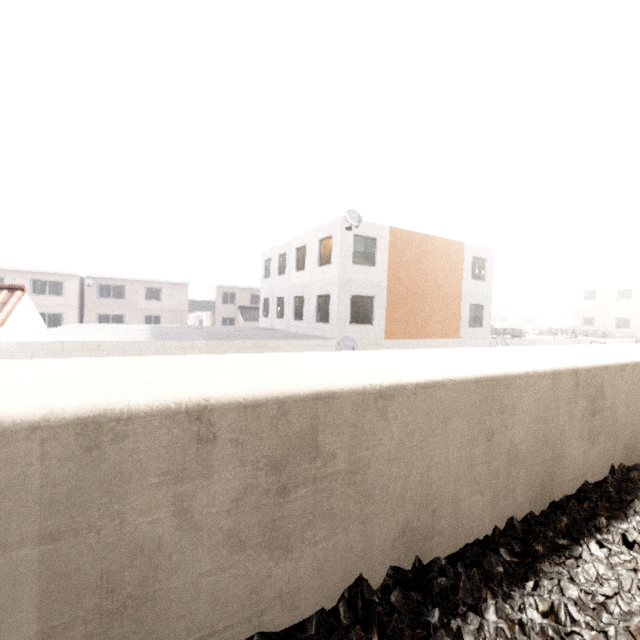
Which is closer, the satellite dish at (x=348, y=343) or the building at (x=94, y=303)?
the satellite dish at (x=348, y=343)

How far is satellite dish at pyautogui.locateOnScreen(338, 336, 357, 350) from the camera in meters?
15.1

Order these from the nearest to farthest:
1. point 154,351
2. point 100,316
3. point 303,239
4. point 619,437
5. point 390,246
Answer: point 619,437 → point 154,351 → point 390,246 → point 303,239 → point 100,316

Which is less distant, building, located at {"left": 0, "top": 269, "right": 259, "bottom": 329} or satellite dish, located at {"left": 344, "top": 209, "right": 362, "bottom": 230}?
satellite dish, located at {"left": 344, "top": 209, "right": 362, "bottom": 230}

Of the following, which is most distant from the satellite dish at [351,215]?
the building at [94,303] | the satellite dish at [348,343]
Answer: the building at [94,303]

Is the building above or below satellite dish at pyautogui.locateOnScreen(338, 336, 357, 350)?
above

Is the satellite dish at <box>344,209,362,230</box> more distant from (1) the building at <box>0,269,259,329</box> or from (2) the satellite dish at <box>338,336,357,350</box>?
(1) the building at <box>0,269,259,329</box>

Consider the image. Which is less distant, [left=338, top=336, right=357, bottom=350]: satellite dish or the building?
[left=338, top=336, right=357, bottom=350]: satellite dish
